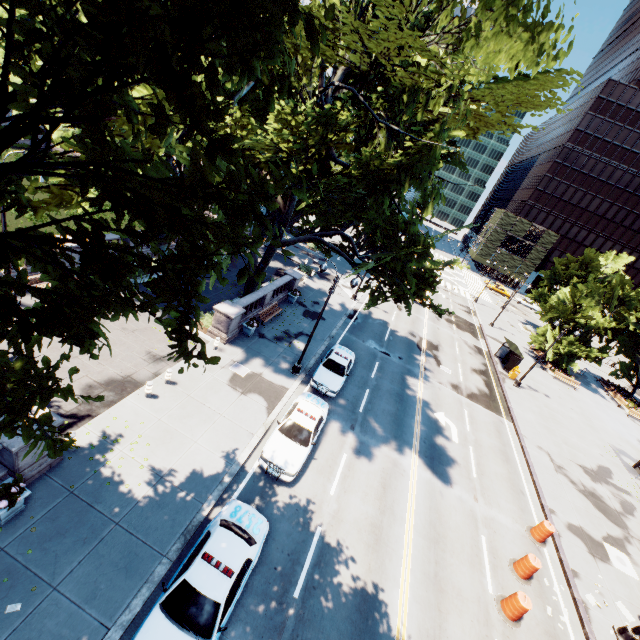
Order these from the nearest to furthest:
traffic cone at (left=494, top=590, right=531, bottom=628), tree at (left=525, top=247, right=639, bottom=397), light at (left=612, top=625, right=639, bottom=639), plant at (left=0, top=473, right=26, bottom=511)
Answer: plant at (left=0, top=473, right=26, bottom=511) → traffic cone at (left=494, top=590, right=531, bottom=628) → light at (left=612, top=625, right=639, bottom=639) → tree at (left=525, top=247, right=639, bottom=397)

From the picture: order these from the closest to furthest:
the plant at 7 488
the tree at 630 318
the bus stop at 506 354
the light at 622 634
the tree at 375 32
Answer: the tree at 375 32
the plant at 7 488
the light at 622 634
the bus stop at 506 354
the tree at 630 318

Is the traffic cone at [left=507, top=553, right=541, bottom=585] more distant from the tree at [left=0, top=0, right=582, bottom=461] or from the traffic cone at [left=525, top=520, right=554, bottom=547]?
the tree at [left=0, top=0, right=582, bottom=461]

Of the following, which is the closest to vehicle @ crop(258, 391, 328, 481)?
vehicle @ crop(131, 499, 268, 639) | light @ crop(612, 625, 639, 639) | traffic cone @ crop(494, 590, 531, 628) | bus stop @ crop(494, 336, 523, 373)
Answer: vehicle @ crop(131, 499, 268, 639)

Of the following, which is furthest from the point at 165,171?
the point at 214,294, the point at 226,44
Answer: the point at 214,294

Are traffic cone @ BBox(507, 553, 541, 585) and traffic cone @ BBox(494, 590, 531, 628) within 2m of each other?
yes

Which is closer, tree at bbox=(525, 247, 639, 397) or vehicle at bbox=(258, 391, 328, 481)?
vehicle at bbox=(258, 391, 328, 481)

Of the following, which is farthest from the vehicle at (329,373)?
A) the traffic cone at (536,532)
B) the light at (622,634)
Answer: the light at (622,634)
